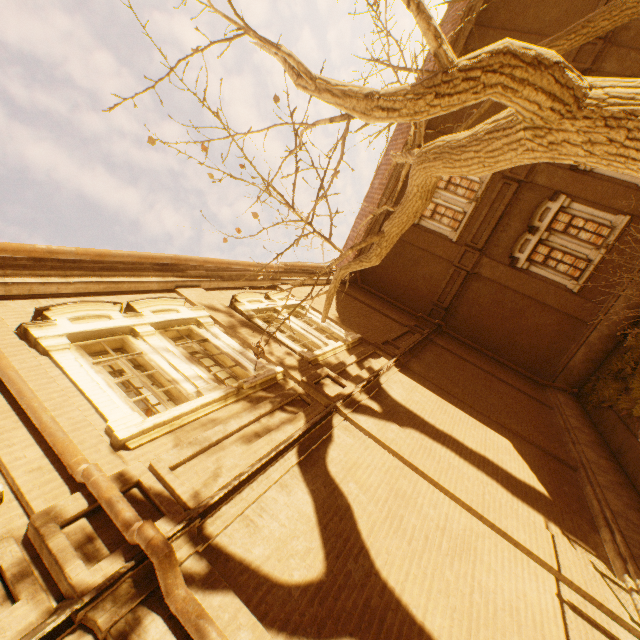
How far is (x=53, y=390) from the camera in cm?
376

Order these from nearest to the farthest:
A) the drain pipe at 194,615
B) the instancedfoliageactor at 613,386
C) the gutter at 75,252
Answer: the drain pipe at 194,615
the gutter at 75,252
the instancedfoliageactor at 613,386

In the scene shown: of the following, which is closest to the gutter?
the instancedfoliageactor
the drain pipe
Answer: the drain pipe

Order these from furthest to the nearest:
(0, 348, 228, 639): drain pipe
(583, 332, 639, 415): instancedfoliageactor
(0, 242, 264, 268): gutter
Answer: (583, 332, 639, 415): instancedfoliageactor, (0, 242, 264, 268): gutter, (0, 348, 228, 639): drain pipe

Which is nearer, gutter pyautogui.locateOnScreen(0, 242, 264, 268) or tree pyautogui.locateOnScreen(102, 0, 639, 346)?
tree pyautogui.locateOnScreen(102, 0, 639, 346)

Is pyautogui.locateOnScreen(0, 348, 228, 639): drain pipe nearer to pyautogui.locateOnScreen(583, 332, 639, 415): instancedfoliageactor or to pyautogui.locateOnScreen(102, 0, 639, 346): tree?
pyautogui.locateOnScreen(102, 0, 639, 346): tree

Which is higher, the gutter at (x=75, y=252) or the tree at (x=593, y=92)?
the gutter at (x=75, y=252)

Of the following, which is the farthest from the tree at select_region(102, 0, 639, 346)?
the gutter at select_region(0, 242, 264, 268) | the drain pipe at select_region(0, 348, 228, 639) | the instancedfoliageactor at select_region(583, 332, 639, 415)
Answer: the instancedfoliageactor at select_region(583, 332, 639, 415)
